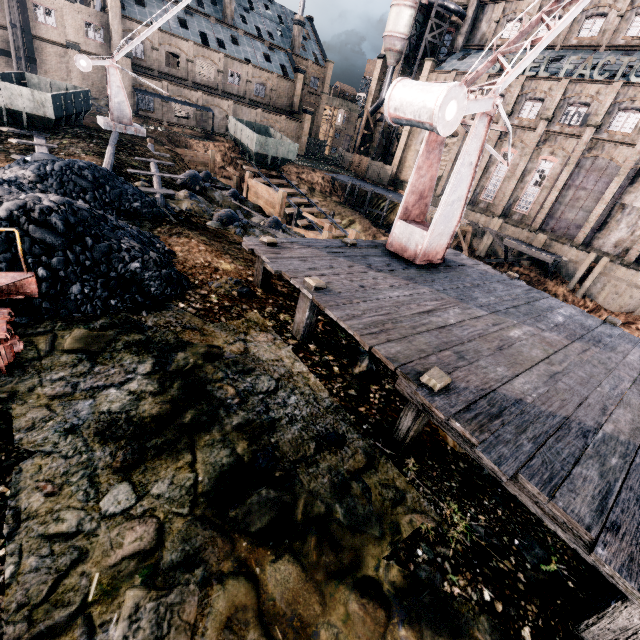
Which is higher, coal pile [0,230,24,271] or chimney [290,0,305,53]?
chimney [290,0,305,53]

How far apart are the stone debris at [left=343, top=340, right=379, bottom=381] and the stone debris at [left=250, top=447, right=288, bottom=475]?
2.54m

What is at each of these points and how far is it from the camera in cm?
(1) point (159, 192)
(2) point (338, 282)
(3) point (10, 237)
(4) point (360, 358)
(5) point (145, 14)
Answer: (1) wooden scaffolding, 1378
(2) wooden scaffolding, 722
(3) coal pile, 606
(4) stone debris, 677
(5) building, 4138

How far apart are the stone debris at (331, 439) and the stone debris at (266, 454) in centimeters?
79cm

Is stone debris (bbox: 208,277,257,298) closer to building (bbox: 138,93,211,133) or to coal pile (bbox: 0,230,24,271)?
coal pile (bbox: 0,230,24,271)

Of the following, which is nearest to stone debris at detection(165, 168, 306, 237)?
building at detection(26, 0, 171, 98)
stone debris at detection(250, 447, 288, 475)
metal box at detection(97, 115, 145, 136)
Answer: metal box at detection(97, 115, 145, 136)

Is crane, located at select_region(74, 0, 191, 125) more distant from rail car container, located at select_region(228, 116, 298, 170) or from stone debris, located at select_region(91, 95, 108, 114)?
stone debris, located at select_region(91, 95, 108, 114)

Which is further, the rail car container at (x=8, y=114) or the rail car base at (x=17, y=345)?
the rail car container at (x=8, y=114)
